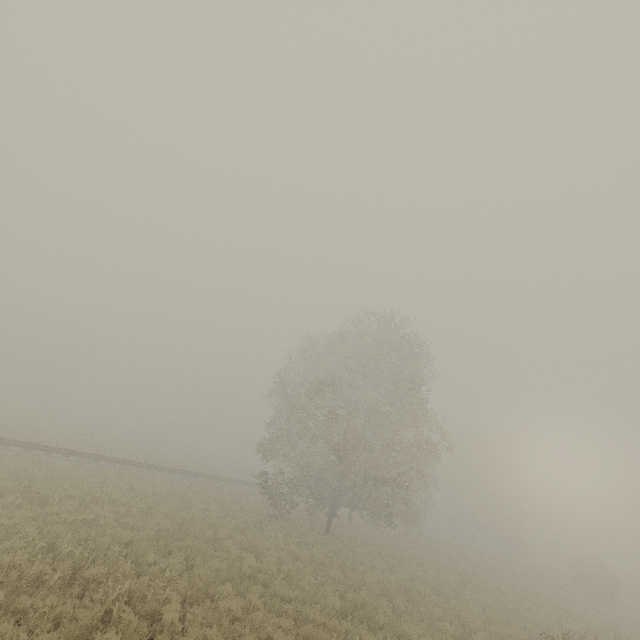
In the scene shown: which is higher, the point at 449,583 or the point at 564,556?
the point at 564,556
